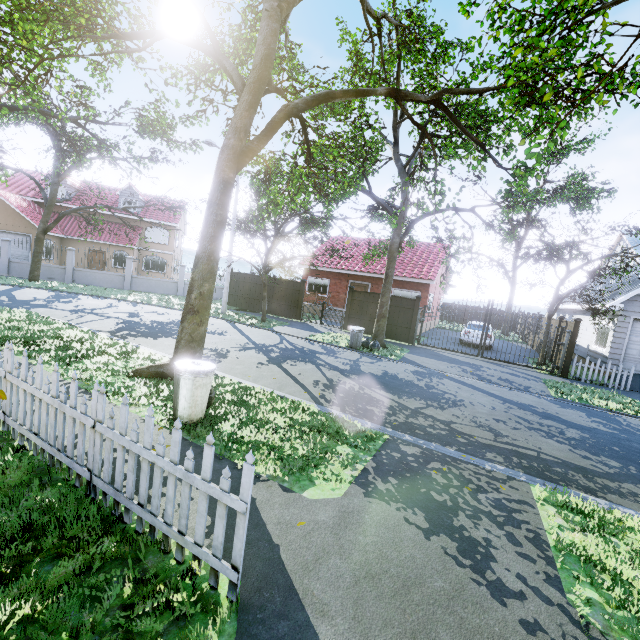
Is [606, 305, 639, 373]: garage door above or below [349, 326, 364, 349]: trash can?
above

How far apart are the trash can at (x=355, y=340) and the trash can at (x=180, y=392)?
9.07m

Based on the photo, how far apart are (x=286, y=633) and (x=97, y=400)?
2.7m

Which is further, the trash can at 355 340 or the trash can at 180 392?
the trash can at 355 340

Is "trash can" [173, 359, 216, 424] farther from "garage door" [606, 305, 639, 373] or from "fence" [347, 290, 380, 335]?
"garage door" [606, 305, 639, 373]

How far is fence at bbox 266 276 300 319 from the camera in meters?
20.1 m

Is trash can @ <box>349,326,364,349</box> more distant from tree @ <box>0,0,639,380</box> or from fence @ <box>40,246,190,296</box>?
fence @ <box>40,246,190,296</box>

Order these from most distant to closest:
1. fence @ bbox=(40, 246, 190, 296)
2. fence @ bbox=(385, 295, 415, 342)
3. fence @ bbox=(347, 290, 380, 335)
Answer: fence @ bbox=(40, 246, 190, 296) < fence @ bbox=(347, 290, 380, 335) < fence @ bbox=(385, 295, 415, 342)
